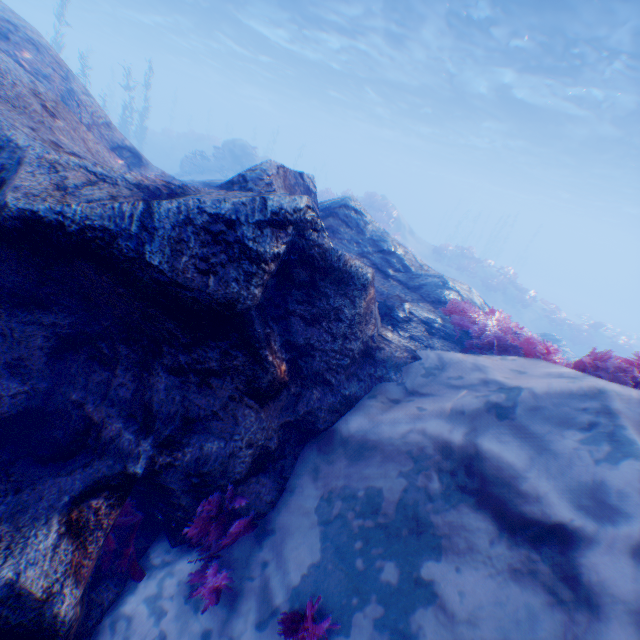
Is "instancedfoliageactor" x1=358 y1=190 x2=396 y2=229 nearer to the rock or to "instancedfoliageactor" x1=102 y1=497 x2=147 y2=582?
the rock

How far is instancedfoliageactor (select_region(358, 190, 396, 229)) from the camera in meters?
23.1

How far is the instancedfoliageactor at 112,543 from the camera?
3.1m

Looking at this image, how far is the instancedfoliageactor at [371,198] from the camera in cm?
2309

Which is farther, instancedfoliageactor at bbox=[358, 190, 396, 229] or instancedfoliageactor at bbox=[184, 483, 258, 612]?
instancedfoliageactor at bbox=[358, 190, 396, 229]

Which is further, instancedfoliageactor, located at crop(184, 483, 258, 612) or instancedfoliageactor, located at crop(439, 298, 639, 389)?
instancedfoliageactor, located at crop(439, 298, 639, 389)

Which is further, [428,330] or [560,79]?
[560,79]

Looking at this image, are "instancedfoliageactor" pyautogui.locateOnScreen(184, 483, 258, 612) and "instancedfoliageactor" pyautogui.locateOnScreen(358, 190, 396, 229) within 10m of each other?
no
